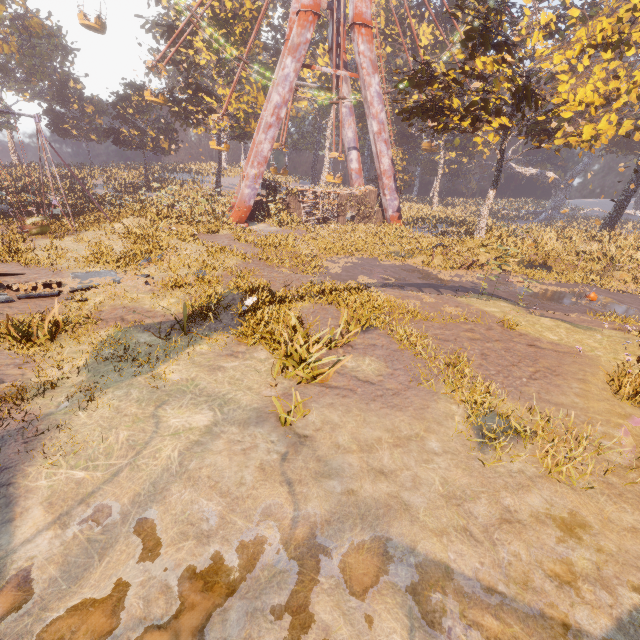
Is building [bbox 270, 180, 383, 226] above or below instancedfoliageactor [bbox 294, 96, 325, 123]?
below

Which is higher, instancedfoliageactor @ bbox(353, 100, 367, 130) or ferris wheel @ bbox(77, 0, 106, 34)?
instancedfoliageactor @ bbox(353, 100, 367, 130)

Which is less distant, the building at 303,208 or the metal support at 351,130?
the building at 303,208

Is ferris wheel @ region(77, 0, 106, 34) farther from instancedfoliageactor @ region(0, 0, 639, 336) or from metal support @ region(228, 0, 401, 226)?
instancedfoliageactor @ region(0, 0, 639, 336)

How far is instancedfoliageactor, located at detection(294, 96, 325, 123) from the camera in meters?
56.3

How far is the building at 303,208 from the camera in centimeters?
2955cm

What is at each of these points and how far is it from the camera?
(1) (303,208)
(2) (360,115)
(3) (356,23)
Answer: (1) building, 30.5 meters
(2) instancedfoliageactor, 53.4 meters
(3) metal support, 24.7 meters
